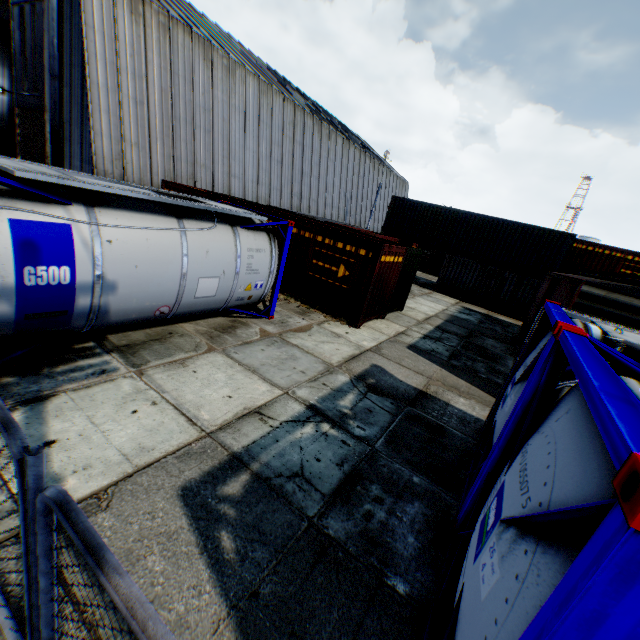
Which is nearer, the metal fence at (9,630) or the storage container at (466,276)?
the metal fence at (9,630)

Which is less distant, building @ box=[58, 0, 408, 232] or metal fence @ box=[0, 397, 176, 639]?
metal fence @ box=[0, 397, 176, 639]

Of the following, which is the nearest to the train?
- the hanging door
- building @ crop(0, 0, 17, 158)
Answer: building @ crop(0, 0, 17, 158)

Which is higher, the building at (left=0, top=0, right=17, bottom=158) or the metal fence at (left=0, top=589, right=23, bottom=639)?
the building at (left=0, top=0, right=17, bottom=158)

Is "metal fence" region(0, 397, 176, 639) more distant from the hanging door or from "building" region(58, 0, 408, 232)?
the hanging door

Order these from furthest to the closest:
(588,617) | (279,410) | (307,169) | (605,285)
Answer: (307,169) → (605,285) → (279,410) → (588,617)

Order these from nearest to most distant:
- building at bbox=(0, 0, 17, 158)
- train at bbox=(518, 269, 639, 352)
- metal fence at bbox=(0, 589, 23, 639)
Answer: metal fence at bbox=(0, 589, 23, 639), train at bbox=(518, 269, 639, 352), building at bbox=(0, 0, 17, 158)

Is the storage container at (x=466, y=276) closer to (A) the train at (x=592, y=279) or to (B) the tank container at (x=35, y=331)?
(A) the train at (x=592, y=279)
